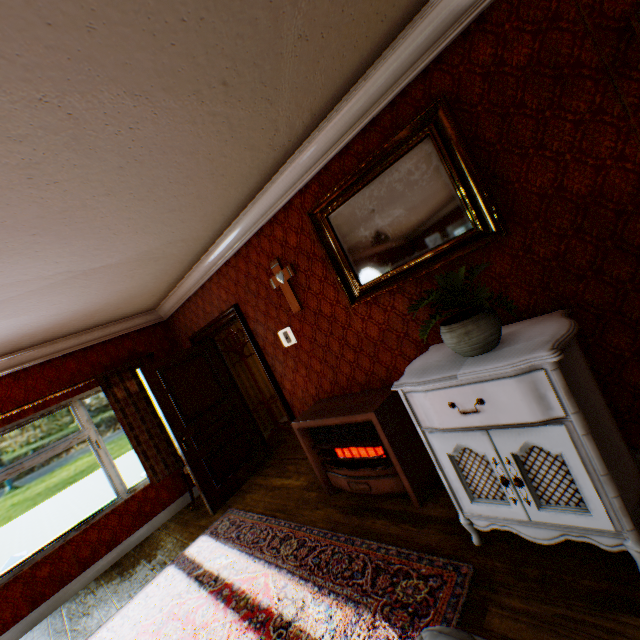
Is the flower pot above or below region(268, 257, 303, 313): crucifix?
below

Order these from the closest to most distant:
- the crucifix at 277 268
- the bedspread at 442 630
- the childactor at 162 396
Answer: the bedspread at 442 630, the crucifix at 277 268, the childactor at 162 396

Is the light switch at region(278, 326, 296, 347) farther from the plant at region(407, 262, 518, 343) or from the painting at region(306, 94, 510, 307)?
the plant at region(407, 262, 518, 343)

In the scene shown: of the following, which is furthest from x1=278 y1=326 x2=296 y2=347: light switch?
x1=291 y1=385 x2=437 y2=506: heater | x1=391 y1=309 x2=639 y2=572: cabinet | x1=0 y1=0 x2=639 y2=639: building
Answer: x1=391 y1=309 x2=639 y2=572: cabinet

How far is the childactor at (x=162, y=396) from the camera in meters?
4.4 m

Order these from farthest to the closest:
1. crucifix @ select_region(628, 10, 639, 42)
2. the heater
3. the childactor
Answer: the childactor → the heater → crucifix @ select_region(628, 10, 639, 42)

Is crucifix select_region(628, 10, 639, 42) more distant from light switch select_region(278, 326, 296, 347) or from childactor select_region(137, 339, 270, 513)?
childactor select_region(137, 339, 270, 513)

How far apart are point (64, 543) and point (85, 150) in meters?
5.0
